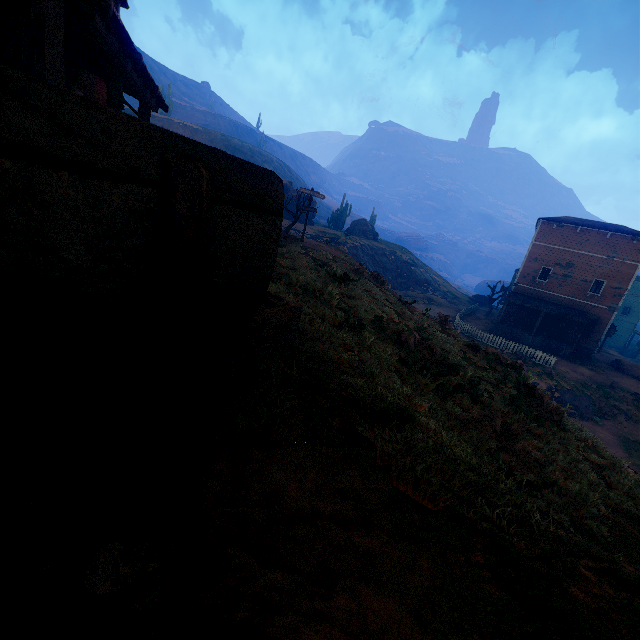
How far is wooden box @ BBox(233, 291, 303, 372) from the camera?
2.6m

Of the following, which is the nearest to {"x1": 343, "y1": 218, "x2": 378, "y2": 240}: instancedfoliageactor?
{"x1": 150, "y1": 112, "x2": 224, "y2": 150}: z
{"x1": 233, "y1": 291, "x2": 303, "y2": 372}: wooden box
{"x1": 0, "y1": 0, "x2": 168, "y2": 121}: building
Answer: {"x1": 150, "y1": 112, "x2": 224, "y2": 150}: z

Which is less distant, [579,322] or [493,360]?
[493,360]

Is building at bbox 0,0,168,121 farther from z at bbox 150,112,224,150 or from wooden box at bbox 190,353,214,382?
z at bbox 150,112,224,150

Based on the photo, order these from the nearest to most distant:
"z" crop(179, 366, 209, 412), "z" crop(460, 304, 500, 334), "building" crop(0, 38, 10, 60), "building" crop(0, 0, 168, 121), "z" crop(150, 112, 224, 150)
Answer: "z" crop(179, 366, 209, 412) → "building" crop(0, 0, 168, 121) → "building" crop(0, 38, 10, 60) → "z" crop(460, 304, 500, 334) → "z" crop(150, 112, 224, 150)

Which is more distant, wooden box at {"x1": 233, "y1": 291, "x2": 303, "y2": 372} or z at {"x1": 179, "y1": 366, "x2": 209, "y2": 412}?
wooden box at {"x1": 233, "y1": 291, "x2": 303, "y2": 372}

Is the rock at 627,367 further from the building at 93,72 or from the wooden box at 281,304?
the wooden box at 281,304

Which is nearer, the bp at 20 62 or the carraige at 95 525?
the carraige at 95 525
